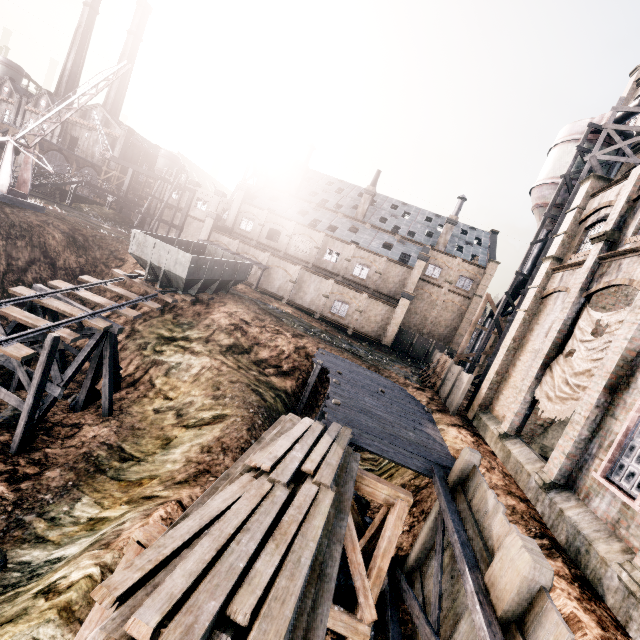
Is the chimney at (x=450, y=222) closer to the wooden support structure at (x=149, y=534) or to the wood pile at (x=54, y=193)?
the wooden support structure at (x=149, y=534)

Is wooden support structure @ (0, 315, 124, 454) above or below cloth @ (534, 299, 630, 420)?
below

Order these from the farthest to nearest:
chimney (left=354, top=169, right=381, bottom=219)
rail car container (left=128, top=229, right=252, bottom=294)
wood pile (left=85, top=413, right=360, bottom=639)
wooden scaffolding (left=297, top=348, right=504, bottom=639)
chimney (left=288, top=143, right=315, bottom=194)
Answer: chimney (left=288, top=143, right=315, bottom=194)
chimney (left=354, top=169, right=381, bottom=219)
rail car container (left=128, top=229, right=252, bottom=294)
wooden scaffolding (left=297, top=348, right=504, bottom=639)
wood pile (left=85, top=413, right=360, bottom=639)

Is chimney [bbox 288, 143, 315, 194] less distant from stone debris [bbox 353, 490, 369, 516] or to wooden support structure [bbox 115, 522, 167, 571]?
stone debris [bbox 353, 490, 369, 516]

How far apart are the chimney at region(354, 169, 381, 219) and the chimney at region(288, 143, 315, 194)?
9.5m

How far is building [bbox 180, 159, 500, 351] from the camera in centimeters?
3953cm

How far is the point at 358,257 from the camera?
43.0 meters

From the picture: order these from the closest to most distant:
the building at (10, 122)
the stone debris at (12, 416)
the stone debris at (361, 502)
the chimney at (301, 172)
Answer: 1. the stone debris at (361, 502)
2. the stone debris at (12, 416)
3. the chimney at (301, 172)
4. the building at (10, 122)
